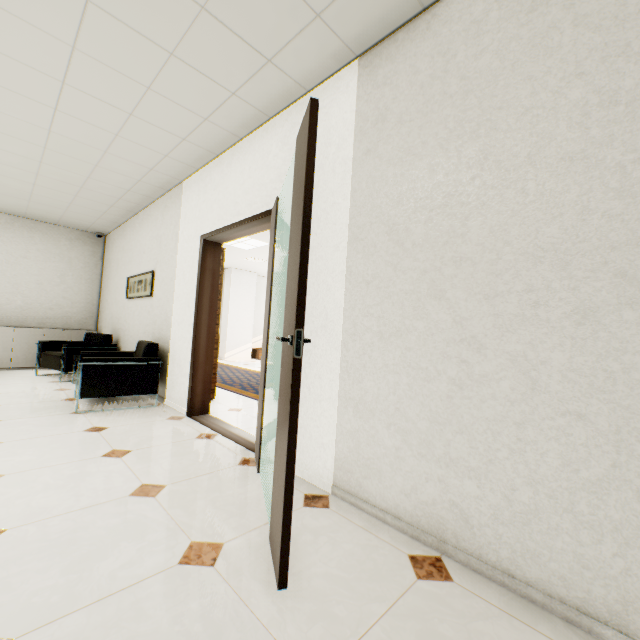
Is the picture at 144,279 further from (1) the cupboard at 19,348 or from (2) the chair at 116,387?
(1) the cupboard at 19,348

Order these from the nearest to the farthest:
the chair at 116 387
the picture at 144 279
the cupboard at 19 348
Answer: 1. the chair at 116 387
2. the picture at 144 279
3. the cupboard at 19 348

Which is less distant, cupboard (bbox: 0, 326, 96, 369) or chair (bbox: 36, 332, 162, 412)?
chair (bbox: 36, 332, 162, 412)

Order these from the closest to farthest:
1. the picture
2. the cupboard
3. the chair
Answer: the chair → the picture → the cupboard

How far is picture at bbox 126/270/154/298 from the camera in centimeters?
489cm

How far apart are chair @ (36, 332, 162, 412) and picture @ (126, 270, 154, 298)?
0.73m

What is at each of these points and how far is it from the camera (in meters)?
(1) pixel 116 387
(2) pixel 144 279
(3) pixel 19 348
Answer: (1) chair, 3.72
(2) picture, 5.21
(3) cupboard, 6.07

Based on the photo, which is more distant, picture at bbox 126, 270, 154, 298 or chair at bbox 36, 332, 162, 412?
picture at bbox 126, 270, 154, 298
